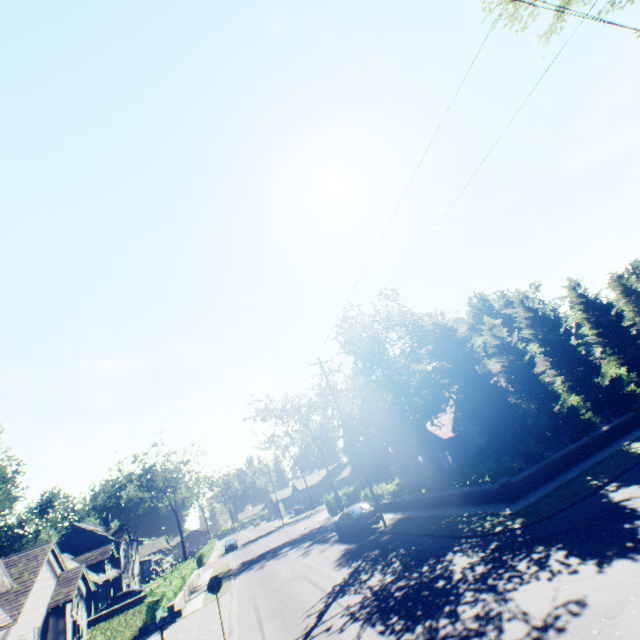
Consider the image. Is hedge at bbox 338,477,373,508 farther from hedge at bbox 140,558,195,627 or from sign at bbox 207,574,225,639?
sign at bbox 207,574,225,639

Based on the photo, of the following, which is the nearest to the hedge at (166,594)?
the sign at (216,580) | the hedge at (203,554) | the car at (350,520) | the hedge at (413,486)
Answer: the car at (350,520)

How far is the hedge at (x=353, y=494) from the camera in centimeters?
3006cm

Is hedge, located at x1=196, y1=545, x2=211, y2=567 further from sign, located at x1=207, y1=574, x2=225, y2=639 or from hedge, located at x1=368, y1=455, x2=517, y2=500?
sign, located at x1=207, y1=574, x2=225, y2=639

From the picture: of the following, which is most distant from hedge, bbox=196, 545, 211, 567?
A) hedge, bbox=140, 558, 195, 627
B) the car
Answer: the car

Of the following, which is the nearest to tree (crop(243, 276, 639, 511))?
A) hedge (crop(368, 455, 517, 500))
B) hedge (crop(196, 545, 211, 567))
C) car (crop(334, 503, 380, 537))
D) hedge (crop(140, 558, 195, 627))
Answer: hedge (crop(368, 455, 517, 500))

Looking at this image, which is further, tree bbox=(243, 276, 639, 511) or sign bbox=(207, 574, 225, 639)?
tree bbox=(243, 276, 639, 511)

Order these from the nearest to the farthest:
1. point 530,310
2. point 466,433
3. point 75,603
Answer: point 530,310
point 75,603
point 466,433
